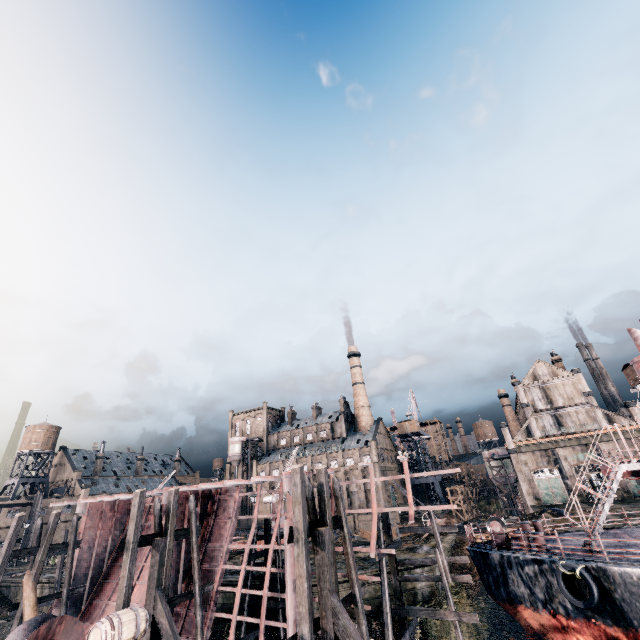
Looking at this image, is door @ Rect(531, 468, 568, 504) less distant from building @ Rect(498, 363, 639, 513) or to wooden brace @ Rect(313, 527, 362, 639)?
building @ Rect(498, 363, 639, 513)

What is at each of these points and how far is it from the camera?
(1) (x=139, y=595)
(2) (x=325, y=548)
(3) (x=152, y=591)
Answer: (1) ship construction, 22.70m
(2) wooden brace, 11.65m
(3) wooden brace, 14.90m

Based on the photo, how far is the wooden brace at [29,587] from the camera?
18.9 meters

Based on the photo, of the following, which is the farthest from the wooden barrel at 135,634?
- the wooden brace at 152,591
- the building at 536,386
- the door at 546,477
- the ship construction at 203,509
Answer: the door at 546,477

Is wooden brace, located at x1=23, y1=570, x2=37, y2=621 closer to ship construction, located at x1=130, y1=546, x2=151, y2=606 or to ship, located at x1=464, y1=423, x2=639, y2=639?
ship construction, located at x1=130, y1=546, x2=151, y2=606

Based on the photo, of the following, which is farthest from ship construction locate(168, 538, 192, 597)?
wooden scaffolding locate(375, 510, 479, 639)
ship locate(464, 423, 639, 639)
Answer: ship locate(464, 423, 639, 639)

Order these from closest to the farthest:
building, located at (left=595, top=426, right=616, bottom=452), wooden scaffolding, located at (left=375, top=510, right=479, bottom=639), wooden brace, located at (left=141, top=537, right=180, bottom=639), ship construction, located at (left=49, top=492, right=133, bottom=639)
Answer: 1. wooden brace, located at (left=141, top=537, right=180, bottom=639)
2. wooden scaffolding, located at (left=375, top=510, right=479, bottom=639)
3. ship construction, located at (left=49, top=492, right=133, bottom=639)
4. building, located at (left=595, top=426, right=616, bottom=452)

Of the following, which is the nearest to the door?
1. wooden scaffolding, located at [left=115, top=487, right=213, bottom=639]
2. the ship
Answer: the ship
